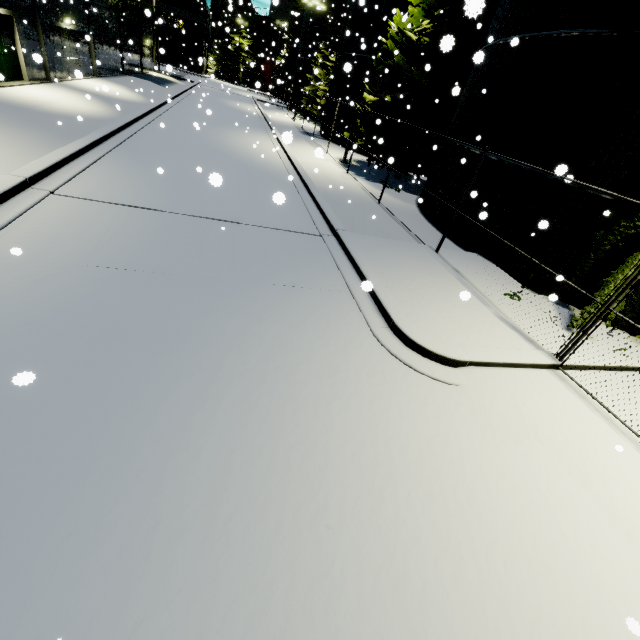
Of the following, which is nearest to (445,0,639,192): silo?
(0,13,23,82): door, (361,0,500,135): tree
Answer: (361,0,500,135): tree

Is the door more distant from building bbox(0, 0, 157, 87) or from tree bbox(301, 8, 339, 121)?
tree bbox(301, 8, 339, 121)

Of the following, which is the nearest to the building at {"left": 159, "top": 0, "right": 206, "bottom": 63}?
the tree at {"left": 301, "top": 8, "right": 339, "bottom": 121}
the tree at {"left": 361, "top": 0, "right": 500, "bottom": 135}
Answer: the tree at {"left": 361, "top": 0, "right": 500, "bottom": 135}

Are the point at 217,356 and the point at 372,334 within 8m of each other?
yes

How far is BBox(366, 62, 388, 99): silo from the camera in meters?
22.9

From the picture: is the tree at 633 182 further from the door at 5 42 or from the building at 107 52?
the door at 5 42

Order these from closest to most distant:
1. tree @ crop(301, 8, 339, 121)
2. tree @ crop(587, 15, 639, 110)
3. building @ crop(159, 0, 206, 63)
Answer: tree @ crop(587, 15, 639, 110), tree @ crop(301, 8, 339, 121), building @ crop(159, 0, 206, 63)

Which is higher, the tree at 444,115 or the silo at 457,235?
the tree at 444,115
